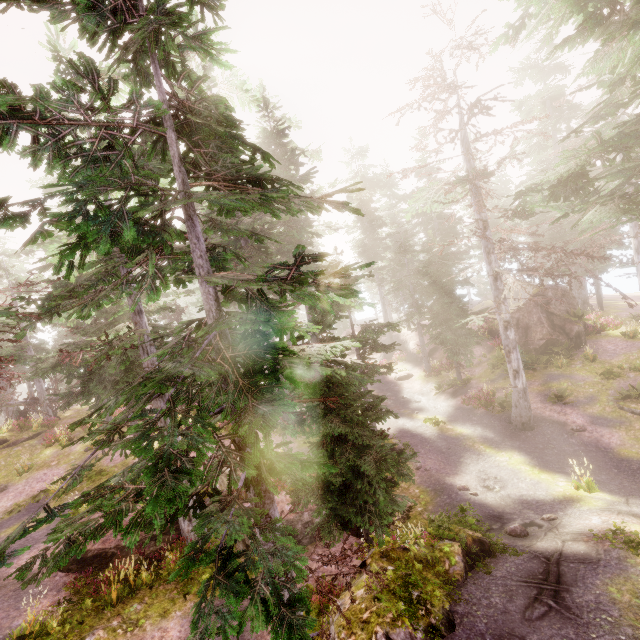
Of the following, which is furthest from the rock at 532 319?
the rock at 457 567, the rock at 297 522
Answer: the rock at 297 522

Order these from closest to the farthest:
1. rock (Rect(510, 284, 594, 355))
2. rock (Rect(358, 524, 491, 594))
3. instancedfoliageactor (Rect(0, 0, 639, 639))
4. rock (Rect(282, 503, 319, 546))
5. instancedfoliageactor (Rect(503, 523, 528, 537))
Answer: instancedfoliageactor (Rect(0, 0, 639, 639))
rock (Rect(358, 524, 491, 594))
instancedfoliageactor (Rect(503, 523, 528, 537))
rock (Rect(282, 503, 319, 546))
rock (Rect(510, 284, 594, 355))

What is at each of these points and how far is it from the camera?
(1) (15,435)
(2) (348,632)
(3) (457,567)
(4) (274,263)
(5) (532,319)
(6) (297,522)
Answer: (1) rock, 23.2m
(2) rock, 6.0m
(3) rock, 7.6m
(4) instancedfoliageactor, 2.9m
(5) rock, 22.6m
(6) rock, 11.7m

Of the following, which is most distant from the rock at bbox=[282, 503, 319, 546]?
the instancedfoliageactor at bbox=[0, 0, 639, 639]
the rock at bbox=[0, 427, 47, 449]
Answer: the rock at bbox=[0, 427, 47, 449]

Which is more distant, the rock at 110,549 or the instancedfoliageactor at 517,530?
the rock at 110,549

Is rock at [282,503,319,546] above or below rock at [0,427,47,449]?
below

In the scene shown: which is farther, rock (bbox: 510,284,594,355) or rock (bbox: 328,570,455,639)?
rock (bbox: 510,284,594,355)

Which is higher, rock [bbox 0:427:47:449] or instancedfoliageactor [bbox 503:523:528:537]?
rock [bbox 0:427:47:449]
